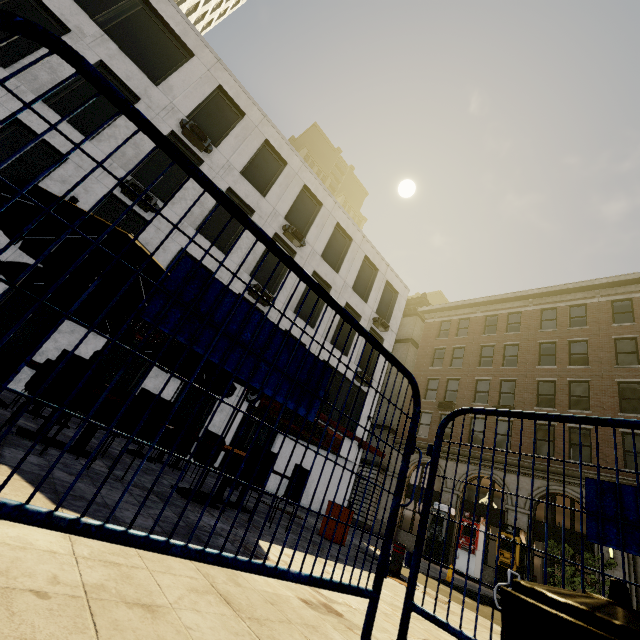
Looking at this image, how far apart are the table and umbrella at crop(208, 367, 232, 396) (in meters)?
1.85

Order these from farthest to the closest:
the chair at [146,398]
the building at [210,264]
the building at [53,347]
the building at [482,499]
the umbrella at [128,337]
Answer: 1. the building at [482,499]
2. the building at [210,264]
3. the building at [53,347]
4. the umbrella at [128,337]
5. the chair at [146,398]

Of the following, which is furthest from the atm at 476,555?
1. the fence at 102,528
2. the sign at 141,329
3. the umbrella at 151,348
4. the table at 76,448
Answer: the fence at 102,528

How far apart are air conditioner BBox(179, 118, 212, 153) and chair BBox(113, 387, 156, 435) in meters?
12.8

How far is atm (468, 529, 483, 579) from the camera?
17.2 meters

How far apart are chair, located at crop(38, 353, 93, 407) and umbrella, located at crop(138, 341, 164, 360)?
3.30m

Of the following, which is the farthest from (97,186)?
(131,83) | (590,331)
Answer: (590,331)

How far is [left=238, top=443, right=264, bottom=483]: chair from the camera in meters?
5.1
